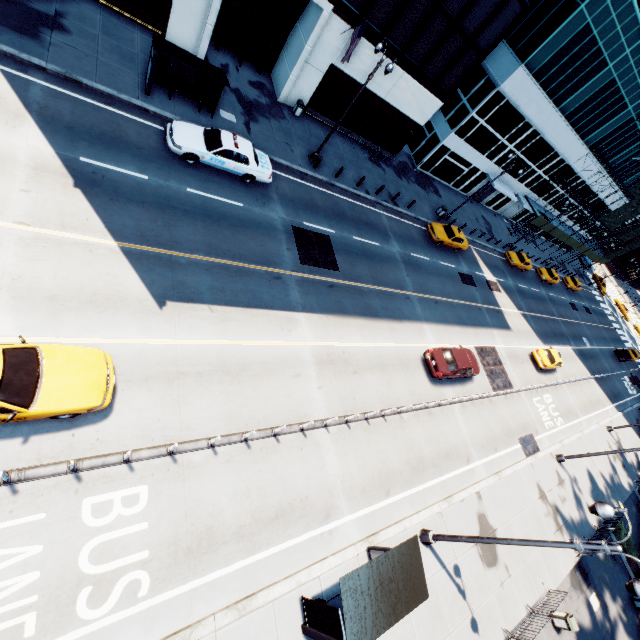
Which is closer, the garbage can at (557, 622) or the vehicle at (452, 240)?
the garbage can at (557, 622)

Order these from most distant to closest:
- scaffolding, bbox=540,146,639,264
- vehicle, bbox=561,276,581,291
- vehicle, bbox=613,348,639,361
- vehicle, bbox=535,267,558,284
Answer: Result: vehicle, bbox=561,276,581,291 → vehicle, bbox=613,348,639,361 → vehicle, bbox=535,267,558,284 → scaffolding, bbox=540,146,639,264

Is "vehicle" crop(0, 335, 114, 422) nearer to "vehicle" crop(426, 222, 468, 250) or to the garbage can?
the garbage can

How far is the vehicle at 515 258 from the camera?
37.12m

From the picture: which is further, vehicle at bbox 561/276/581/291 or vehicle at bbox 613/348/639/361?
vehicle at bbox 561/276/581/291

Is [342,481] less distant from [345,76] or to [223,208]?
[223,208]

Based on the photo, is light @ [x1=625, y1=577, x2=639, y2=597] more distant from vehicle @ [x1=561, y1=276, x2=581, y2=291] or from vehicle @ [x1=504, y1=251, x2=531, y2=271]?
vehicle @ [x1=561, y1=276, x2=581, y2=291]

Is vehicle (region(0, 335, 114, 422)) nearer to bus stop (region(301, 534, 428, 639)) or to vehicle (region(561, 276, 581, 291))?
bus stop (region(301, 534, 428, 639))
